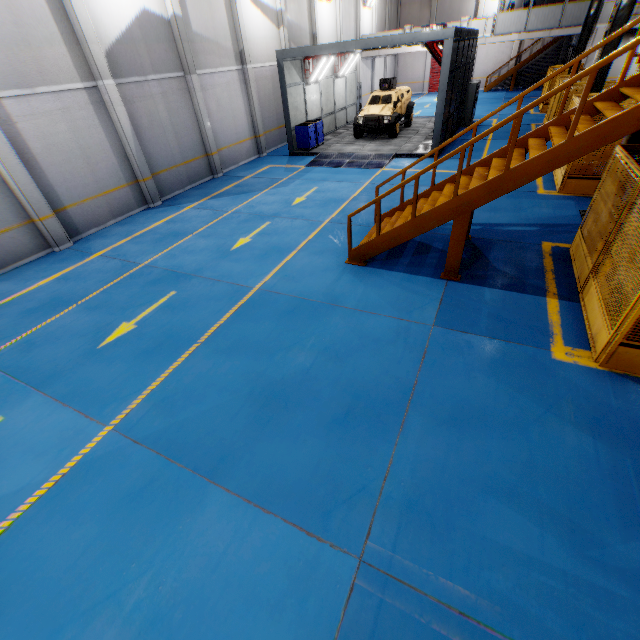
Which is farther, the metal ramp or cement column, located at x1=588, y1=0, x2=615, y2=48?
cement column, located at x1=588, y1=0, x2=615, y2=48

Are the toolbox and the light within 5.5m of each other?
no

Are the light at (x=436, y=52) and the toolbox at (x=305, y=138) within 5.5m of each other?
no

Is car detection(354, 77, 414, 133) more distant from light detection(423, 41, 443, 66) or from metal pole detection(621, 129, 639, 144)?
metal pole detection(621, 129, 639, 144)

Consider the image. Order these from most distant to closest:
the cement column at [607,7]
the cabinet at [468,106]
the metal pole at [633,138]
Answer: the cement column at [607,7] → the cabinet at [468,106] → the metal pole at [633,138]

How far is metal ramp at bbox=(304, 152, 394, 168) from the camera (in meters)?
14.87

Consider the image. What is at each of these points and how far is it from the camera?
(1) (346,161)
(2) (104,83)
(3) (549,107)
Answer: (1) metal ramp, 15.59m
(2) cement column, 10.44m
(3) metal panel, 17.56m

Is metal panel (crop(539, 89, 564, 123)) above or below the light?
below
